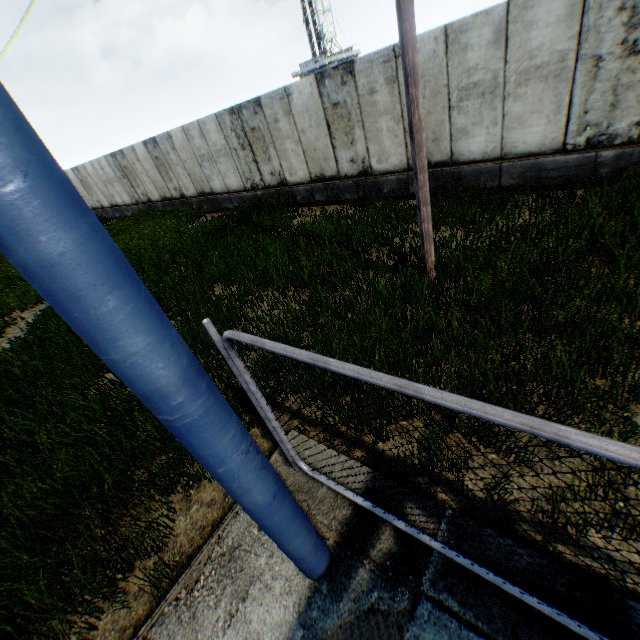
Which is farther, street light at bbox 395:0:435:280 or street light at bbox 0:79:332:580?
street light at bbox 395:0:435:280

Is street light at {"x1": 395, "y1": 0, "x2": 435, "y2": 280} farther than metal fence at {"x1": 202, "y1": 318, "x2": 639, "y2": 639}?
Yes

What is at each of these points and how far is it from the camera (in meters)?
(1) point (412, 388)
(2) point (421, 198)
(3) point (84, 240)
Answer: (1) metal fence, 1.47
(2) street light, 5.17
(3) street light, 1.05

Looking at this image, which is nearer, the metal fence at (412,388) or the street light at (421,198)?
the metal fence at (412,388)

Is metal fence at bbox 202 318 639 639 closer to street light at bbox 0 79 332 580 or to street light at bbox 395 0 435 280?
street light at bbox 0 79 332 580

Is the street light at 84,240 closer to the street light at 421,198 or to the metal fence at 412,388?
the metal fence at 412,388

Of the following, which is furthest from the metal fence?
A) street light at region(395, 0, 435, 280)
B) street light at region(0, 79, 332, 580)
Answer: street light at region(395, 0, 435, 280)
